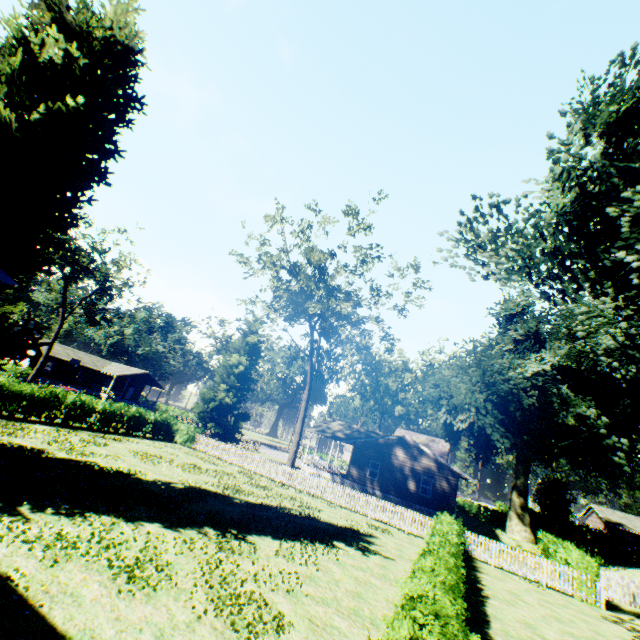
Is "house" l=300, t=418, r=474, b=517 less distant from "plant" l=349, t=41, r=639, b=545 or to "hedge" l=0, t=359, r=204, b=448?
"plant" l=349, t=41, r=639, b=545

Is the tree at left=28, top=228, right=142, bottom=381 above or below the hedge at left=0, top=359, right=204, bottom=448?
above

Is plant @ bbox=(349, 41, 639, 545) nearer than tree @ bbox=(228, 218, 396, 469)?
Yes

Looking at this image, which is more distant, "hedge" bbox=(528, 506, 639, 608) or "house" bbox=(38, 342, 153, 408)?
"house" bbox=(38, 342, 153, 408)

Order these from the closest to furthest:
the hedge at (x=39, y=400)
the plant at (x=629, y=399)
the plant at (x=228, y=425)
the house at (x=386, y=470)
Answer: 1. the plant at (x=629, y=399)
2. the hedge at (x=39, y=400)
3. the house at (x=386, y=470)
4. the plant at (x=228, y=425)

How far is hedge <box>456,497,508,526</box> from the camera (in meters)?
45.62

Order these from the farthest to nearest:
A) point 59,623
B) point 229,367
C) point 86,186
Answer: point 229,367 → point 86,186 → point 59,623

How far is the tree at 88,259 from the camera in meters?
36.1
